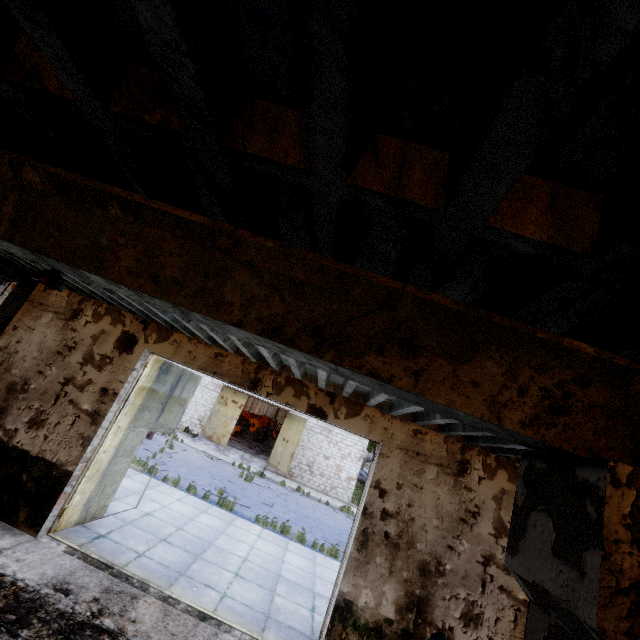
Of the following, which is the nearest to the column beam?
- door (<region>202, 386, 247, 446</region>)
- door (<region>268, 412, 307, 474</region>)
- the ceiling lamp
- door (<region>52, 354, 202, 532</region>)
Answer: the ceiling lamp

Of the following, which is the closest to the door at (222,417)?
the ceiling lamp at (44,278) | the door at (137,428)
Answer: the door at (137,428)

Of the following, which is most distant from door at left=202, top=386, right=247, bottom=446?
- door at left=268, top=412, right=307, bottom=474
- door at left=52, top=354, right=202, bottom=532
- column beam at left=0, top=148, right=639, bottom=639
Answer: column beam at left=0, top=148, right=639, bottom=639

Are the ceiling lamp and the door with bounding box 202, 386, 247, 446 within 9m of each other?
no

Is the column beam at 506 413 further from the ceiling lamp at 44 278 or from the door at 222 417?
the door at 222 417

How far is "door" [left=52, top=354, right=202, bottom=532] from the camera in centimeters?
680cm

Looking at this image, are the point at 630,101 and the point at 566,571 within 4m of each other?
yes
